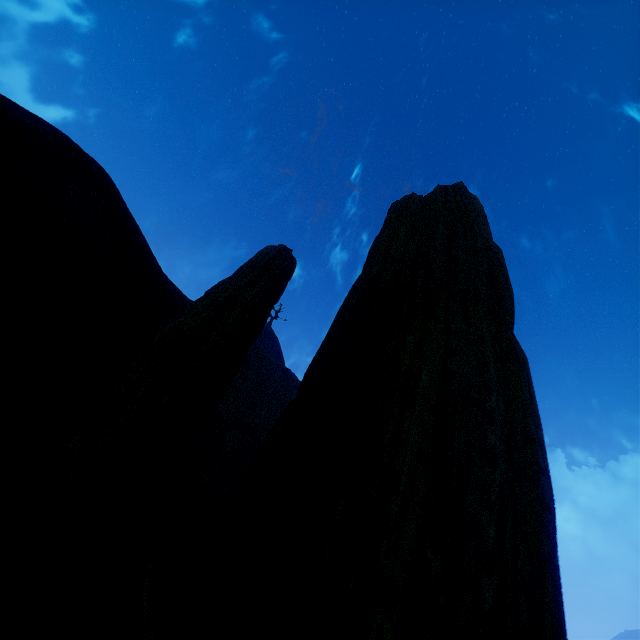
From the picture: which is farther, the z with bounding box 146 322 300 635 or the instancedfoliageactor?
the z with bounding box 146 322 300 635

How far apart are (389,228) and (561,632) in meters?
2.0

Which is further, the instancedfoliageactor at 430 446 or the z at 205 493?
the z at 205 493
